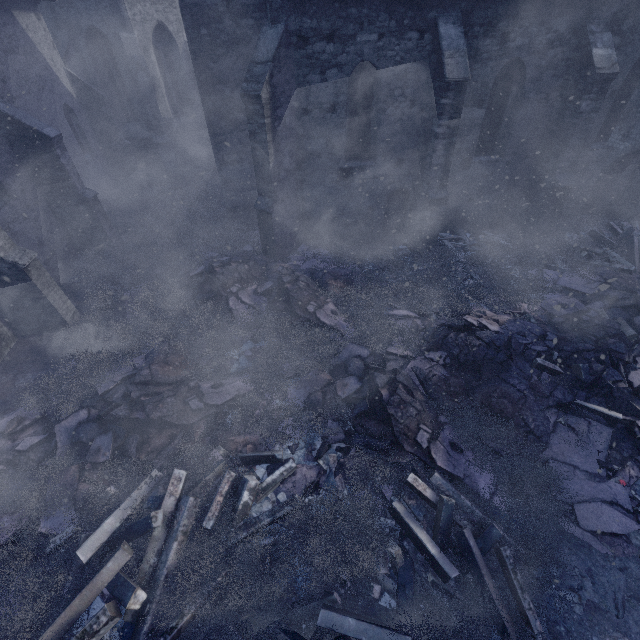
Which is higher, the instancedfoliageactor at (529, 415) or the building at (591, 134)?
the building at (591, 134)

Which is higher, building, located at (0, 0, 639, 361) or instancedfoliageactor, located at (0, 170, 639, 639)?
building, located at (0, 0, 639, 361)

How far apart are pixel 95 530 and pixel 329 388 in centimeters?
459cm

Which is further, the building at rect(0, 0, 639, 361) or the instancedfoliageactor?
the building at rect(0, 0, 639, 361)

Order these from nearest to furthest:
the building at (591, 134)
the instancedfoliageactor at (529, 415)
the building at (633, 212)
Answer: the instancedfoliageactor at (529, 415)
the building at (591, 134)
the building at (633, 212)

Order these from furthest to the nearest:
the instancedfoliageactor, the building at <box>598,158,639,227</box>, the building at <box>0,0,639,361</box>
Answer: the building at <box>598,158,639,227</box> → the building at <box>0,0,639,361</box> → the instancedfoliageactor

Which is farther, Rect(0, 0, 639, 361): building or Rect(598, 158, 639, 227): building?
Rect(598, 158, 639, 227): building
